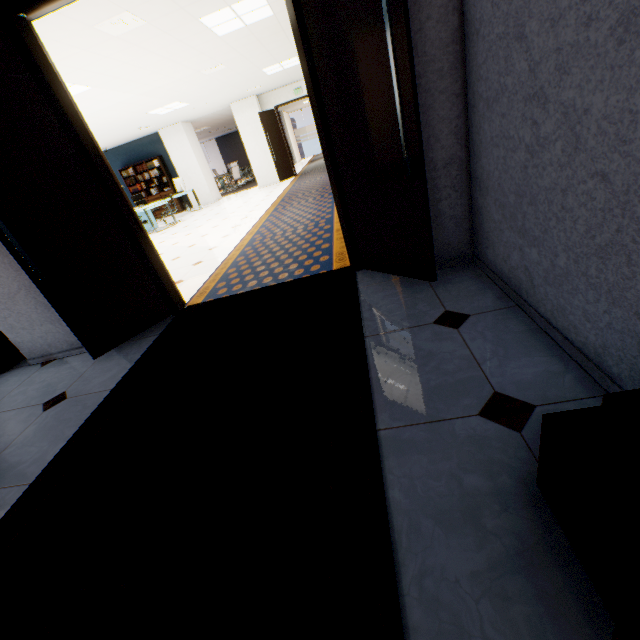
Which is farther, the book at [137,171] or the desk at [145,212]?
the book at [137,171]

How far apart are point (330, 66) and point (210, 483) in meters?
2.6

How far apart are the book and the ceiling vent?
9.72m

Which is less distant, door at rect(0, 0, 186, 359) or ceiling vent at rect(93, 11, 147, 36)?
door at rect(0, 0, 186, 359)

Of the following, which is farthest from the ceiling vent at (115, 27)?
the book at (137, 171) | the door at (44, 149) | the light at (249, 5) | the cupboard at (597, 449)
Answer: the book at (137, 171)

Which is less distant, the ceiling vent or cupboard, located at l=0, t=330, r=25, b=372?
cupboard, located at l=0, t=330, r=25, b=372

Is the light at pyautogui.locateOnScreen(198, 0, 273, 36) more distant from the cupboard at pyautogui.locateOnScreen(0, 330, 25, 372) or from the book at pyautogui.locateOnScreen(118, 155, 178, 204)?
the book at pyautogui.locateOnScreen(118, 155, 178, 204)

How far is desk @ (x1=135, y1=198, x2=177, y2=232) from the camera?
9.80m
